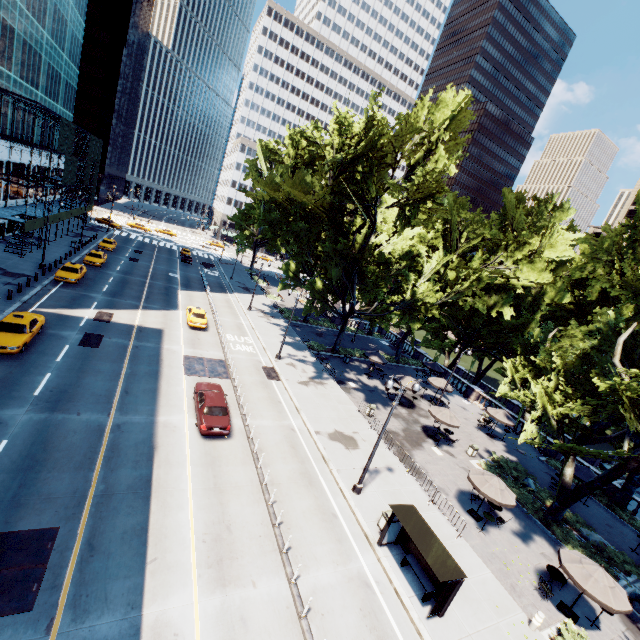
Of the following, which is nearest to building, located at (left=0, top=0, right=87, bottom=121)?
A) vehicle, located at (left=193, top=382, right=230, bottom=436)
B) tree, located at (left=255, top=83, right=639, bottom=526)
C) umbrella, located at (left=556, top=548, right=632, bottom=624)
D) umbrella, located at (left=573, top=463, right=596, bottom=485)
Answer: vehicle, located at (left=193, top=382, right=230, bottom=436)

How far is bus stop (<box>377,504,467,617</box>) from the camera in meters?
12.5 m

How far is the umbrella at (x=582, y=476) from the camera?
24.3m

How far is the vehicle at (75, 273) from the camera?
31.8 meters

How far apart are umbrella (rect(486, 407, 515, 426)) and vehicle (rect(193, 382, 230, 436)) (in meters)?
24.77

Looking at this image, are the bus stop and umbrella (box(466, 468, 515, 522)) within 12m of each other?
yes

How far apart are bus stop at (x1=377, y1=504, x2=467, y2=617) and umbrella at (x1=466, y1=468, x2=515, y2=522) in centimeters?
566cm

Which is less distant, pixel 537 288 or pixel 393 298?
pixel 537 288
